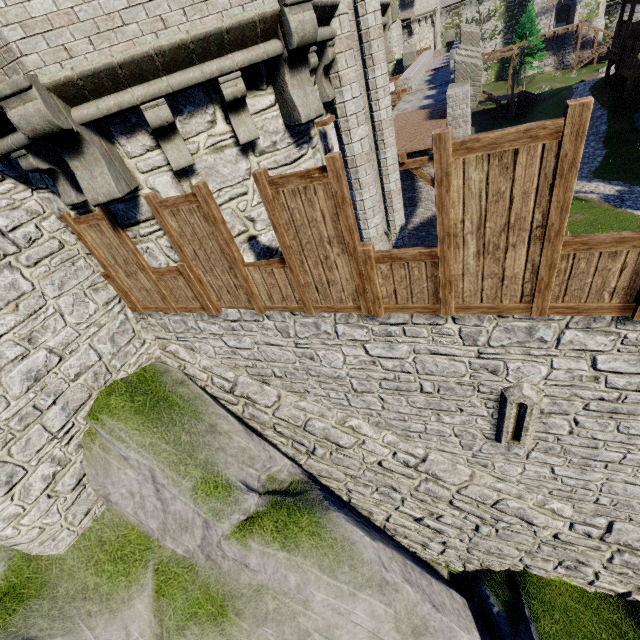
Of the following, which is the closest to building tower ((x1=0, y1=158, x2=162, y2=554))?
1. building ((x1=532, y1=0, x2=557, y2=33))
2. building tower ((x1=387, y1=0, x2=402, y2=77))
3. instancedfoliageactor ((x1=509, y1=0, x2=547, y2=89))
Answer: building tower ((x1=387, y1=0, x2=402, y2=77))

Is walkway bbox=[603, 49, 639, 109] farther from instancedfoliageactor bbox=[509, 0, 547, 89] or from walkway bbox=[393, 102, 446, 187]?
walkway bbox=[393, 102, 446, 187]

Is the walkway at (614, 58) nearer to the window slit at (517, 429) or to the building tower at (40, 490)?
the building tower at (40, 490)

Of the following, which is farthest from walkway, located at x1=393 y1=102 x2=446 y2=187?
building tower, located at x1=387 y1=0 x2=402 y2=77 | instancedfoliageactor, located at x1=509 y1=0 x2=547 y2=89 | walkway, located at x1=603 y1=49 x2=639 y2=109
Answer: instancedfoliageactor, located at x1=509 y1=0 x2=547 y2=89

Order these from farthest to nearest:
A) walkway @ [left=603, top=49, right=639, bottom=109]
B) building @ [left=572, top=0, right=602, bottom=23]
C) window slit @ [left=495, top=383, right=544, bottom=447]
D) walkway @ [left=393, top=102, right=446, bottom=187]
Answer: building @ [left=572, top=0, right=602, bottom=23]
walkway @ [left=603, top=49, right=639, bottom=109]
walkway @ [left=393, top=102, right=446, bottom=187]
window slit @ [left=495, top=383, right=544, bottom=447]

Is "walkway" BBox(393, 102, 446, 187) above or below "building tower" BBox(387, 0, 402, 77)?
below

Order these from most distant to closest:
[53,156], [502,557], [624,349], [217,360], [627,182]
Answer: [627,182] → [502,557] → [217,360] → [53,156] → [624,349]

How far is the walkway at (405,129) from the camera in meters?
13.2 m
